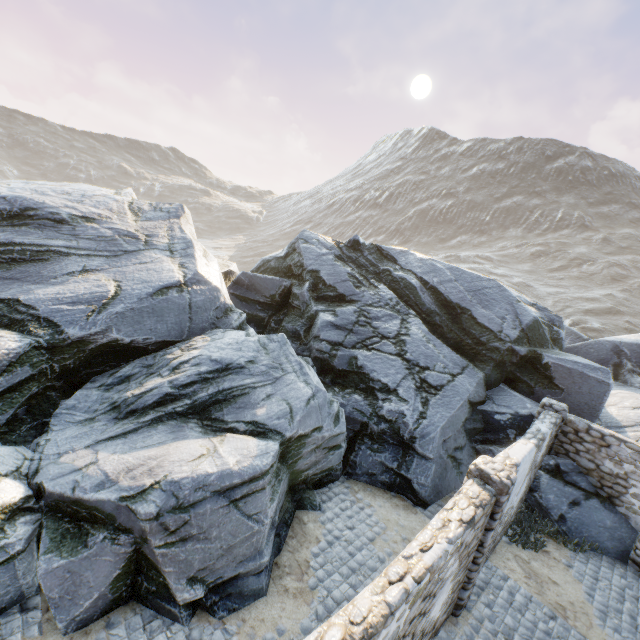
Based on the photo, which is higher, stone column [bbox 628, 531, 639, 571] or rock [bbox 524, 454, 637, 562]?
rock [bbox 524, 454, 637, 562]

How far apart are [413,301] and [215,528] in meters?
11.2

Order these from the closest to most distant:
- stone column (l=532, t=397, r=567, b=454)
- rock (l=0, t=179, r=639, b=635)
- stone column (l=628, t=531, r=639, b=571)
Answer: rock (l=0, t=179, r=639, b=635), stone column (l=628, t=531, r=639, b=571), stone column (l=532, t=397, r=567, b=454)

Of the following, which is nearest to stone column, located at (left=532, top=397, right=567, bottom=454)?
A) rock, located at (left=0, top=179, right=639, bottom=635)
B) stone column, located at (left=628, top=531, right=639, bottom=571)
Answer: rock, located at (left=0, top=179, right=639, bottom=635)

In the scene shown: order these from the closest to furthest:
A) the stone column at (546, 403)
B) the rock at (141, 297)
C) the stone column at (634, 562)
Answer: the rock at (141, 297) < the stone column at (634, 562) < the stone column at (546, 403)

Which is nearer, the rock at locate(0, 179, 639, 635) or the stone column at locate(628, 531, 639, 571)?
the rock at locate(0, 179, 639, 635)

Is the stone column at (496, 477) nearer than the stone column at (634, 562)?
Yes

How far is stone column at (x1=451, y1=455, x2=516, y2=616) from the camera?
5.9m
